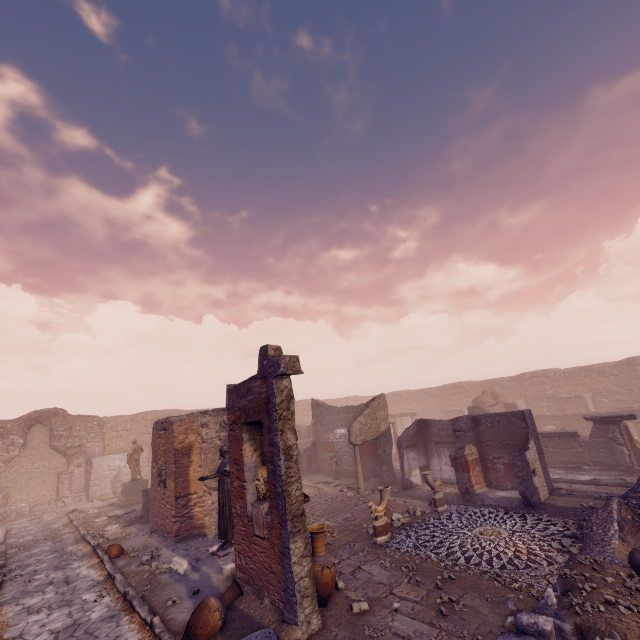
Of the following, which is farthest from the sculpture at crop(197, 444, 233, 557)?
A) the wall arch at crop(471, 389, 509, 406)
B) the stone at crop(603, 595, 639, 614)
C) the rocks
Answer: the wall arch at crop(471, 389, 509, 406)

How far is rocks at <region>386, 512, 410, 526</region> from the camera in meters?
10.1 m

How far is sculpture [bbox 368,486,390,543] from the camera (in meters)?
8.96

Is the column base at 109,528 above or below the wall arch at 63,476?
below

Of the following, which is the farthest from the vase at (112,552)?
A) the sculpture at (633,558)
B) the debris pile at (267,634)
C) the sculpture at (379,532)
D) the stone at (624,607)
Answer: the sculpture at (633,558)

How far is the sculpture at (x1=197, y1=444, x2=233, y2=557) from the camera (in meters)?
9.28

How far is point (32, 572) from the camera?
9.9m

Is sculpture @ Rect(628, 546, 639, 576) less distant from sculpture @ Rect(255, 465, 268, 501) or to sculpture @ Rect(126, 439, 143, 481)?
sculpture @ Rect(255, 465, 268, 501)
